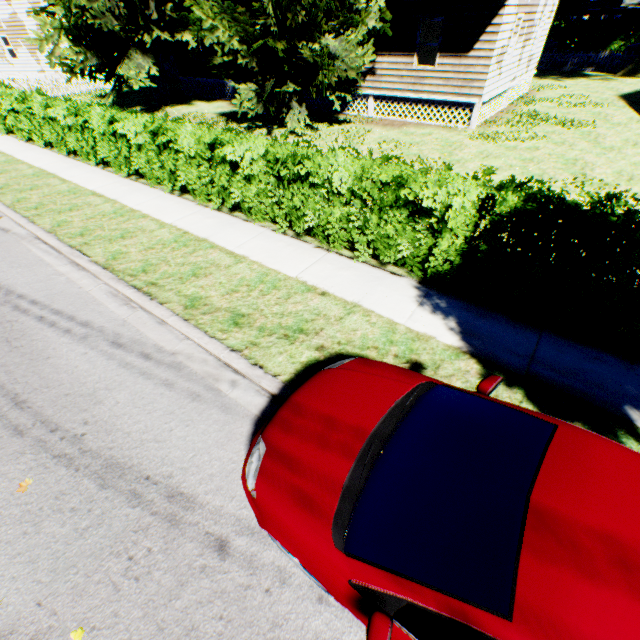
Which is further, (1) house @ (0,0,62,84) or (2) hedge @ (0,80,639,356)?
(1) house @ (0,0,62,84)

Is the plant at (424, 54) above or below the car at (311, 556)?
above

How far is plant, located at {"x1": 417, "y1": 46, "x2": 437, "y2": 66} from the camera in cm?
1683

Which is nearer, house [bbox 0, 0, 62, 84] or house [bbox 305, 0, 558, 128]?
house [bbox 305, 0, 558, 128]

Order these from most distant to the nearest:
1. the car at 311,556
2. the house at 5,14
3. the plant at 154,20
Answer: the house at 5,14 → the plant at 154,20 → the car at 311,556

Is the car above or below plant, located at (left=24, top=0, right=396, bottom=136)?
below

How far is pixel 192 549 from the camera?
3.1m
